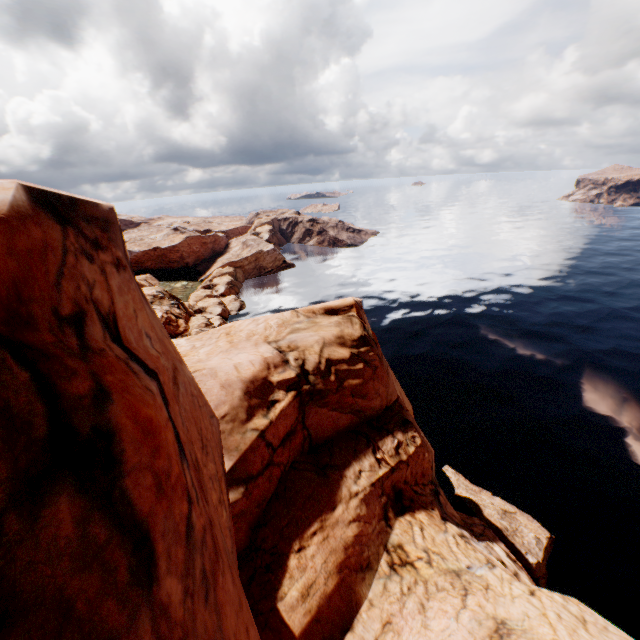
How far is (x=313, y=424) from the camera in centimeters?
1570cm
